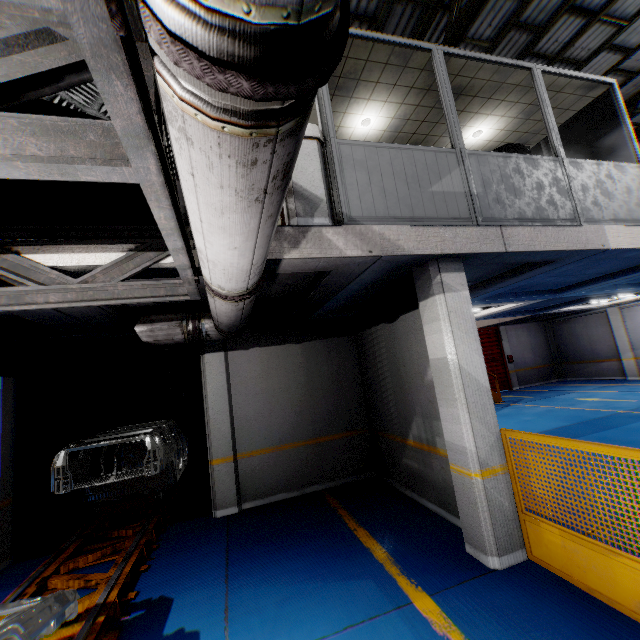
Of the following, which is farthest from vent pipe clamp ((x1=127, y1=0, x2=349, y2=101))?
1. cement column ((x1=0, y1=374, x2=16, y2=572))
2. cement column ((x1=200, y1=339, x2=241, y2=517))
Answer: cement column ((x1=0, y1=374, x2=16, y2=572))

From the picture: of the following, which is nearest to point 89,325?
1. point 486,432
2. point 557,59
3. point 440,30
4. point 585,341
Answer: point 486,432

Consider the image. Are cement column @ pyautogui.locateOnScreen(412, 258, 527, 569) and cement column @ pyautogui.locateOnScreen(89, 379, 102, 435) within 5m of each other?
no

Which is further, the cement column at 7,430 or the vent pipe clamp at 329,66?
the cement column at 7,430

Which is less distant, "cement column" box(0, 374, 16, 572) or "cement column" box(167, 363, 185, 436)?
"cement column" box(0, 374, 16, 572)

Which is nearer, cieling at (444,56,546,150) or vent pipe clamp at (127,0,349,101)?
vent pipe clamp at (127,0,349,101)

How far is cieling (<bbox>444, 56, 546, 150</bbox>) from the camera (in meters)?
5.43

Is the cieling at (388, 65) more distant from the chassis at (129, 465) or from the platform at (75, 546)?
the platform at (75, 546)
